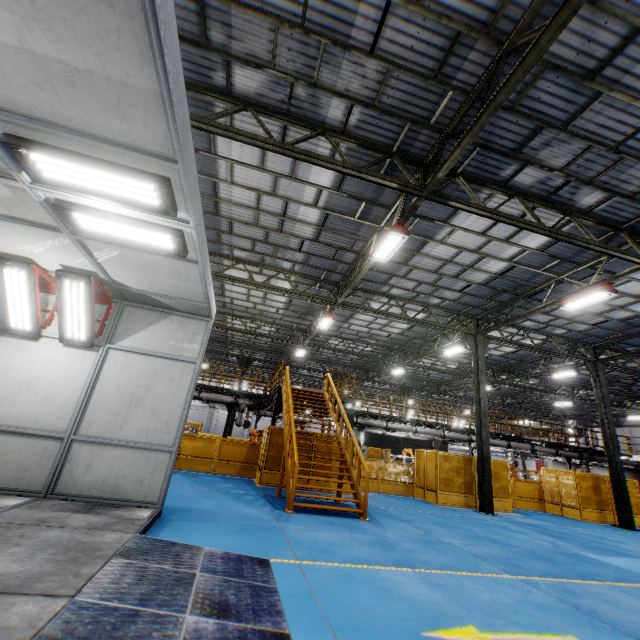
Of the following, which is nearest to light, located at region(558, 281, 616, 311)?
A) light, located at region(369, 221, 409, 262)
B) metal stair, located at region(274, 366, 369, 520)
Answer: light, located at region(369, 221, 409, 262)

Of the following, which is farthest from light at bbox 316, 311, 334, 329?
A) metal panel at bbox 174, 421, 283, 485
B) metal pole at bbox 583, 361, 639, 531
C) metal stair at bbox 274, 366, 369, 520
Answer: metal pole at bbox 583, 361, 639, 531

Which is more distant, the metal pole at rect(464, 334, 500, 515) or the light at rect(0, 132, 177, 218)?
the metal pole at rect(464, 334, 500, 515)

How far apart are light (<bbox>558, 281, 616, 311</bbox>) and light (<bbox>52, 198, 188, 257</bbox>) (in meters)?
12.65

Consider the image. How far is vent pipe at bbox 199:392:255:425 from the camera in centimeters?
1800cm

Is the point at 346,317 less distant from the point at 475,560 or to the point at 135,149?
the point at 475,560

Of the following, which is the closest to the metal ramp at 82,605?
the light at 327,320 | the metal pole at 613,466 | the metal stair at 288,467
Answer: the metal stair at 288,467

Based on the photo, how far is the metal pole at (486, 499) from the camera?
13.73m
